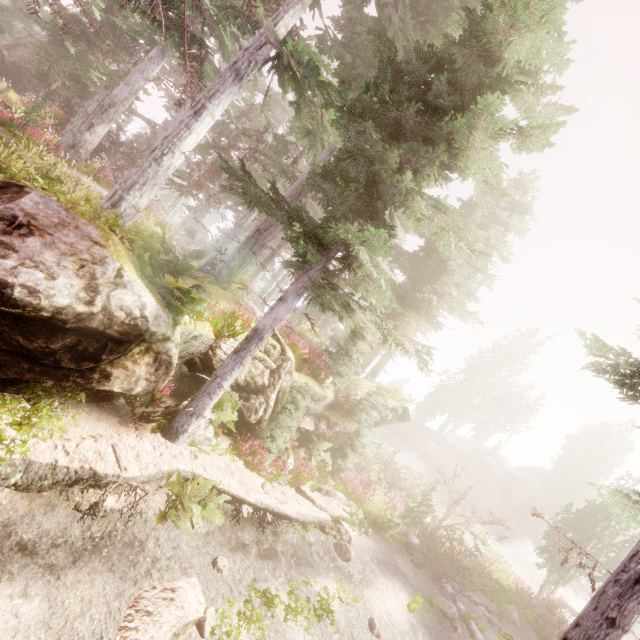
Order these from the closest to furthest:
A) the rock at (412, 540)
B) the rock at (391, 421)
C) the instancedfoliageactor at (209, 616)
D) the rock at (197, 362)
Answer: the instancedfoliageactor at (209, 616)
the rock at (197, 362)
the rock at (412, 540)
the rock at (391, 421)

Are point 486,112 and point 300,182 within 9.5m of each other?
yes

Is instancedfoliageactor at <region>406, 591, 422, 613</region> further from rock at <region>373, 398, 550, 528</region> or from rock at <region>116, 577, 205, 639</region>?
rock at <region>116, 577, 205, 639</region>

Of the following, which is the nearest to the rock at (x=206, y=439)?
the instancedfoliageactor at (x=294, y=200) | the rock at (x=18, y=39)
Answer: the instancedfoliageactor at (x=294, y=200)

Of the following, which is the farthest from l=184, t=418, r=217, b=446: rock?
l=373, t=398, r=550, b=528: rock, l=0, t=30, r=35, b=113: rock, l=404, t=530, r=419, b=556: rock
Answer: l=0, t=30, r=35, b=113: rock

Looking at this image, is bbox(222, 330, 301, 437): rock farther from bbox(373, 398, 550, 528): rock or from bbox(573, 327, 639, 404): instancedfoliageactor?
bbox(373, 398, 550, 528): rock

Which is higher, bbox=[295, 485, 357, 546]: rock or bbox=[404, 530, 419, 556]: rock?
bbox=[404, 530, 419, 556]: rock

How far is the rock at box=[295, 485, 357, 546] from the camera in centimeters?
1112cm
